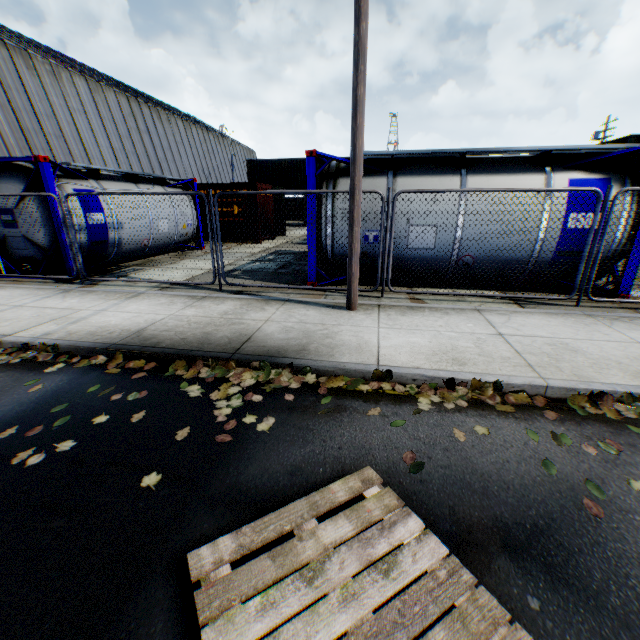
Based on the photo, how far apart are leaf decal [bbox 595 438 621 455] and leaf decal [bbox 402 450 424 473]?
1.7m

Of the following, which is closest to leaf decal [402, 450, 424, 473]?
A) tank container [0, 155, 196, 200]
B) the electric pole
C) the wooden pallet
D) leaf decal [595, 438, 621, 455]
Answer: the wooden pallet

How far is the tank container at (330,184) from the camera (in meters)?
6.96

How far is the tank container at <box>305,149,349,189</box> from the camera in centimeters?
696cm

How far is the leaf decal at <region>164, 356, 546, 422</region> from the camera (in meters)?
3.54

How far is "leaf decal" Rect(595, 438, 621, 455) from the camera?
2.83m

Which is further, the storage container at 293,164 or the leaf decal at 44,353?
the storage container at 293,164

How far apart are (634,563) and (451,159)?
7.3 meters
